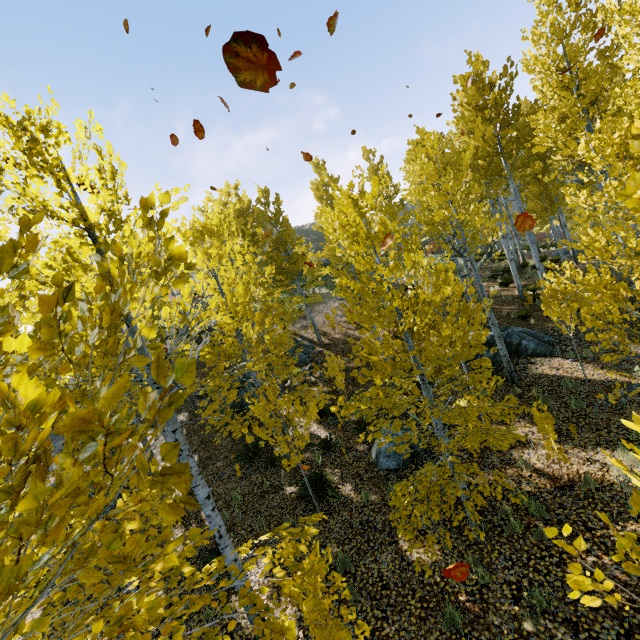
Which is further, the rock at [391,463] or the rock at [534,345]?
the rock at [534,345]

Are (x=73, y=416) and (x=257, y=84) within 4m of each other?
yes

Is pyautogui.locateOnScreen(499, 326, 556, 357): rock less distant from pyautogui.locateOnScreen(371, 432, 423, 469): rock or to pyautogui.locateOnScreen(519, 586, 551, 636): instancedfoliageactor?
pyautogui.locateOnScreen(519, 586, 551, 636): instancedfoliageactor

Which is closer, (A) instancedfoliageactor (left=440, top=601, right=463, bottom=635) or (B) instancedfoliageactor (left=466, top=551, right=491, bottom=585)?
(A) instancedfoliageactor (left=440, top=601, right=463, bottom=635)

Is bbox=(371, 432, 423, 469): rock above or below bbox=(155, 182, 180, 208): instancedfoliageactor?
below

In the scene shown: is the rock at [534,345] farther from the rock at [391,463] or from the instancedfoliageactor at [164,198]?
the rock at [391,463]

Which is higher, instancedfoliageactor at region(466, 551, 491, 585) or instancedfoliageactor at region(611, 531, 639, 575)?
instancedfoliageactor at region(611, 531, 639, 575)
